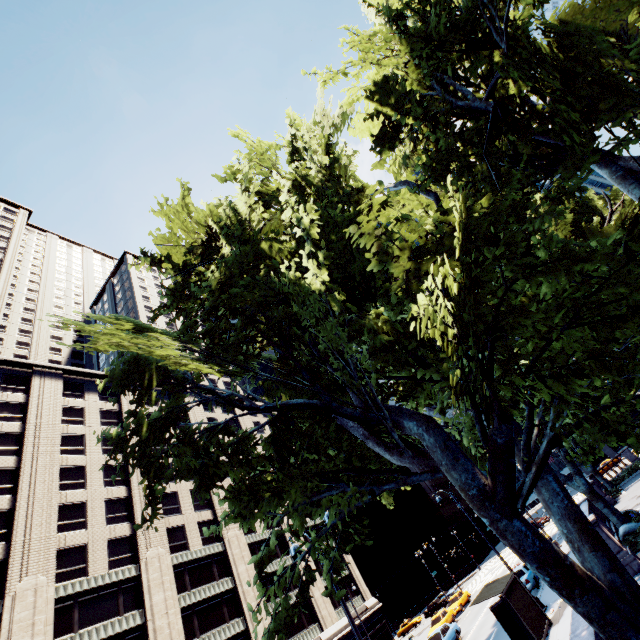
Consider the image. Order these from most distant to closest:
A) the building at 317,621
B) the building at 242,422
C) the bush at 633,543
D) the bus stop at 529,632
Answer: the building at 242,422 → the building at 317,621 → the bush at 633,543 → the bus stop at 529,632

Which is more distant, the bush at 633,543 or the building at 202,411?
the building at 202,411

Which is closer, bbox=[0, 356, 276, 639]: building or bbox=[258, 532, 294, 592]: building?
bbox=[0, 356, 276, 639]: building

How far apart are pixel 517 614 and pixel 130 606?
32.7m

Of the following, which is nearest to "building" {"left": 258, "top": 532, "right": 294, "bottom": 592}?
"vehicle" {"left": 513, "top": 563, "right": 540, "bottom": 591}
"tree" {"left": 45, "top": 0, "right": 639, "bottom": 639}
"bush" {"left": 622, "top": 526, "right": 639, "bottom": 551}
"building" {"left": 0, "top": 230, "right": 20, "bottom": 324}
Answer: "building" {"left": 0, "top": 230, "right": 20, "bottom": 324}

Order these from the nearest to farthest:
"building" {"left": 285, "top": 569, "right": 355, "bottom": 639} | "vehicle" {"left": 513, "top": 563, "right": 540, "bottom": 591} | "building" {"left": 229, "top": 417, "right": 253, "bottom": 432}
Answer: "vehicle" {"left": 513, "top": 563, "right": 540, "bottom": 591}
"building" {"left": 285, "top": 569, "right": 355, "bottom": 639}
"building" {"left": 229, "top": 417, "right": 253, "bottom": 432}

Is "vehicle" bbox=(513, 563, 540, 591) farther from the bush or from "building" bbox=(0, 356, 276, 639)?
"building" bbox=(0, 356, 276, 639)
